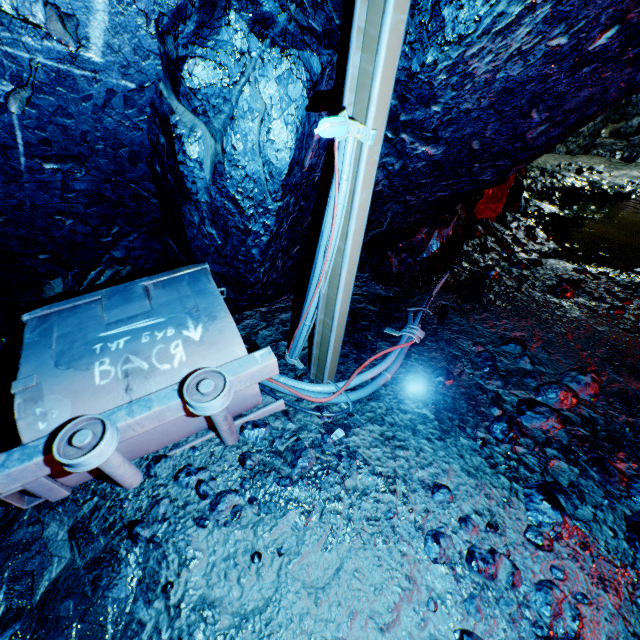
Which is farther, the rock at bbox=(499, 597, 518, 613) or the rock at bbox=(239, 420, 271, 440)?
the rock at bbox=(239, 420, 271, 440)

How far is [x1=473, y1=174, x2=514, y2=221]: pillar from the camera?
5.67m

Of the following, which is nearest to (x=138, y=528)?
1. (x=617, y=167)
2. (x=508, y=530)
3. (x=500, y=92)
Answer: (x=508, y=530)

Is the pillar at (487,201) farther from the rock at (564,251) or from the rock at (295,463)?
the rock at (564,251)

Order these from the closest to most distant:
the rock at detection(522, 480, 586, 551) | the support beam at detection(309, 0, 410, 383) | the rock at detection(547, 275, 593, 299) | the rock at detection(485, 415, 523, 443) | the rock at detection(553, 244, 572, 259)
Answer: the support beam at detection(309, 0, 410, 383)
the rock at detection(522, 480, 586, 551)
the rock at detection(485, 415, 523, 443)
the rock at detection(547, 275, 593, 299)
the rock at detection(553, 244, 572, 259)

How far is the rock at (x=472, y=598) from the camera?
1.61m

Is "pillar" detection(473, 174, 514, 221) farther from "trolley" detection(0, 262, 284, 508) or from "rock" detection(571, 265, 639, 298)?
"trolley" detection(0, 262, 284, 508)

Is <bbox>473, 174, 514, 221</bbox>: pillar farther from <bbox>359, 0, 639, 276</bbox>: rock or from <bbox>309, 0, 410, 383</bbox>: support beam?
<bbox>309, 0, 410, 383</bbox>: support beam
